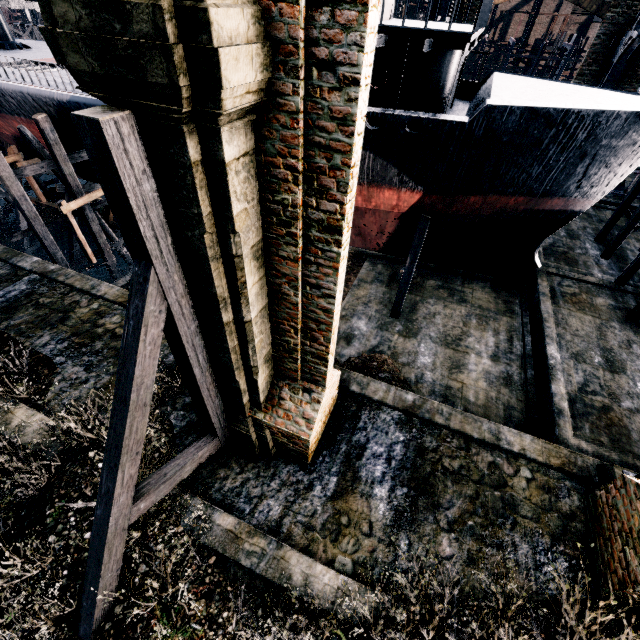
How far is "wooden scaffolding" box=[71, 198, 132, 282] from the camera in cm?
1931

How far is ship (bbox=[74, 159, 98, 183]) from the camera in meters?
20.5

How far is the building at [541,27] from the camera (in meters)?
56.97

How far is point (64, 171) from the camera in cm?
1742

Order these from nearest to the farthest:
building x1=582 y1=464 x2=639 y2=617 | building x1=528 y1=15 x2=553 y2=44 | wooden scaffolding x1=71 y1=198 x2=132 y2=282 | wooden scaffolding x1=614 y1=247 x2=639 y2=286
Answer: building x1=582 y1=464 x2=639 y2=617, wooden scaffolding x1=614 y1=247 x2=639 y2=286, wooden scaffolding x1=71 y1=198 x2=132 y2=282, building x1=528 y1=15 x2=553 y2=44

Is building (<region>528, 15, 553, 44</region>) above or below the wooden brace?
above

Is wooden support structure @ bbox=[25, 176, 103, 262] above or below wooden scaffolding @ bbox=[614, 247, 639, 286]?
above

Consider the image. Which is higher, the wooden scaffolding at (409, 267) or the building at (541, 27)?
the building at (541, 27)
